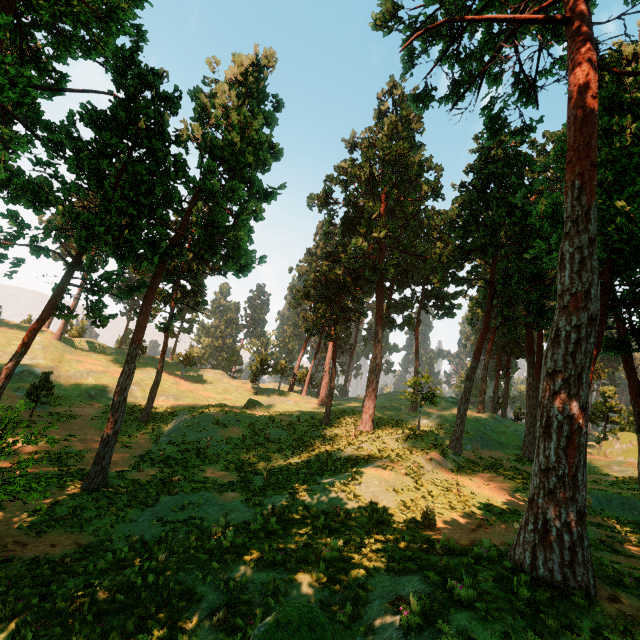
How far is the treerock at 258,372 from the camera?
51.7 meters

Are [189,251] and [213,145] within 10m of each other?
yes

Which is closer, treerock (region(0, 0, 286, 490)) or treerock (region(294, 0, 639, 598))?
treerock (region(294, 0, 639, 598))

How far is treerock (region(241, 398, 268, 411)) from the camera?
37.78m

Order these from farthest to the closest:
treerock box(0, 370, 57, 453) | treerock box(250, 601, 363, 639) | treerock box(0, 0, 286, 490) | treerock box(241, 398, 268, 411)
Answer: treerock box(241, 398, 268, 411) → treerock box(0, 0, 286, 490) → treerock box(0, 370, 57, 453) → treerock box(250, 601, 363, 639)
